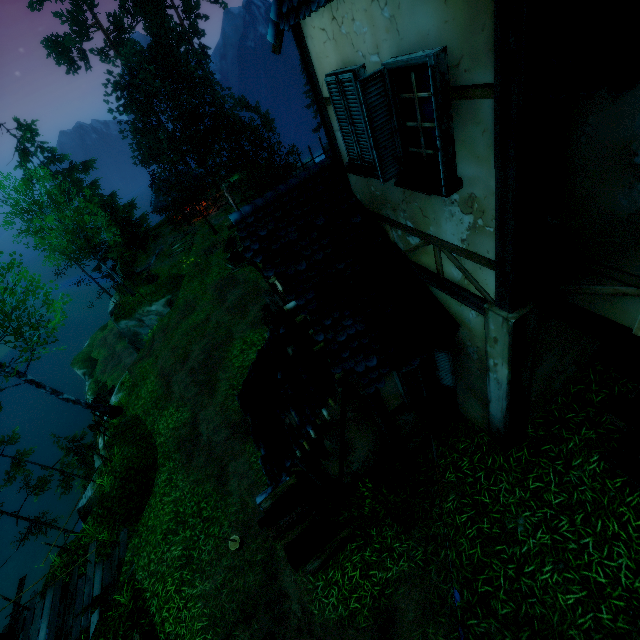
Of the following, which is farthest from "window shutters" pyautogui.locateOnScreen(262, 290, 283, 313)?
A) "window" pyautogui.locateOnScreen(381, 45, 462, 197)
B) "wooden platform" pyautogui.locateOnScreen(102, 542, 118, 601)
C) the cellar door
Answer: "wooden platform" pyautogui.locateOnScreen(102, 542, 118, 601)

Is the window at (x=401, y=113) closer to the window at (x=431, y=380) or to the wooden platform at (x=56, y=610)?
the window at (x=431, y=380)

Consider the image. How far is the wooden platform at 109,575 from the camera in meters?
10.5

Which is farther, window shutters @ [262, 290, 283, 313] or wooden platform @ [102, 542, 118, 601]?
wooden platform @ [102, 542, 118, 601]

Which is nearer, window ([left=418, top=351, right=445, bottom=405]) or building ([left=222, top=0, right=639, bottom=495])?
building ([left=222, top=0, right=639, bottom=495])

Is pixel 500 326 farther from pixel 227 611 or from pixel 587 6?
pixel 227 611

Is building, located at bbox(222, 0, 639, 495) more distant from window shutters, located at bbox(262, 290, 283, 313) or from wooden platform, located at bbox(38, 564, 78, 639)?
wooden platform, located at bbox(38, 564, 78, 639)

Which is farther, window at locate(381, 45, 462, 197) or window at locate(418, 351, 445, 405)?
window at locate(418, 351, 445, 405)
